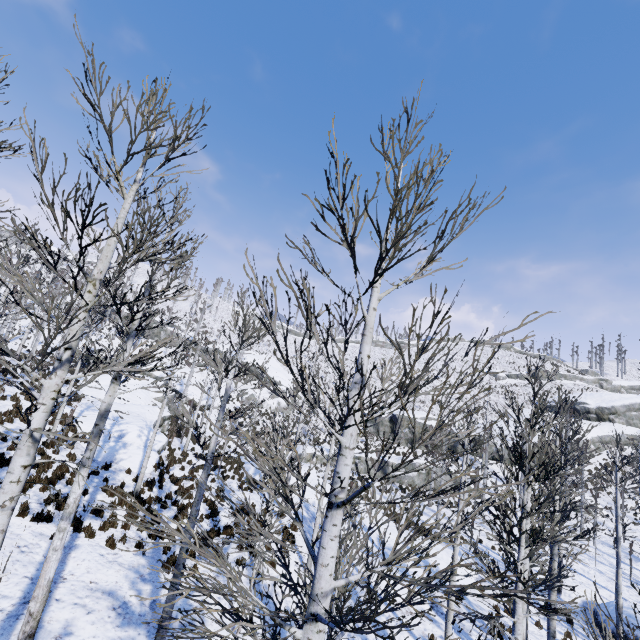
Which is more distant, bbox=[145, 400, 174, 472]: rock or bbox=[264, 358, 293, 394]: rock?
bbox=[264, 358, 293, 394]: rock

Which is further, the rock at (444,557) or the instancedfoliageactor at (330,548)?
the rock at (444,557)

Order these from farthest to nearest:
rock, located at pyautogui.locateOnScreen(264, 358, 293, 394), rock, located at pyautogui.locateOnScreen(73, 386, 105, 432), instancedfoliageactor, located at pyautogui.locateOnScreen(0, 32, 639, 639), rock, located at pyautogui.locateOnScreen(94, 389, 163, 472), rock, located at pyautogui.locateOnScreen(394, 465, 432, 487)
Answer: rock, located at pyautogui.locateOnScreen(264, 358, 293, 394) < rock, located at pyautogui.locateOnScreen(394, 465, 432, 487) < rock, located at pyautogui.locateOnScreen(73, 386, 105, 432) < rock, located at pyautogui.locateOnScreen(94, 389, 163, 472) < instancedfoliageactor, located at pyautogui.locateOnScreen(0, 32, 639, 639)

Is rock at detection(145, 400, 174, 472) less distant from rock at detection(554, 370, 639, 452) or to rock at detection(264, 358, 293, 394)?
rock at detection(264, 358, 293, 394)

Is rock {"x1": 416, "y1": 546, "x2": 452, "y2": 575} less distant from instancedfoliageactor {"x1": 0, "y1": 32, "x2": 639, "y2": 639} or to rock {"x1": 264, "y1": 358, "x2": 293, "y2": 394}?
instancedfoliageactor {"x1": 0, "y1": 32, "x2": 639, "y2": 639}

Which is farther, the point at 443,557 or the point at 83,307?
the point at 443,557

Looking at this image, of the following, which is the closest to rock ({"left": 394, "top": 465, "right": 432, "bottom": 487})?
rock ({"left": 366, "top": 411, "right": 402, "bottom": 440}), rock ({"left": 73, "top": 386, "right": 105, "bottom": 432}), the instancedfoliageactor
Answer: rock ({"left": 366, "top": 411, "right": 402, "bottom": 440})

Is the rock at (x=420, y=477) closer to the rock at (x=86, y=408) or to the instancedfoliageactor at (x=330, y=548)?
the instancedfoliageactor at (x=330, y=548)
